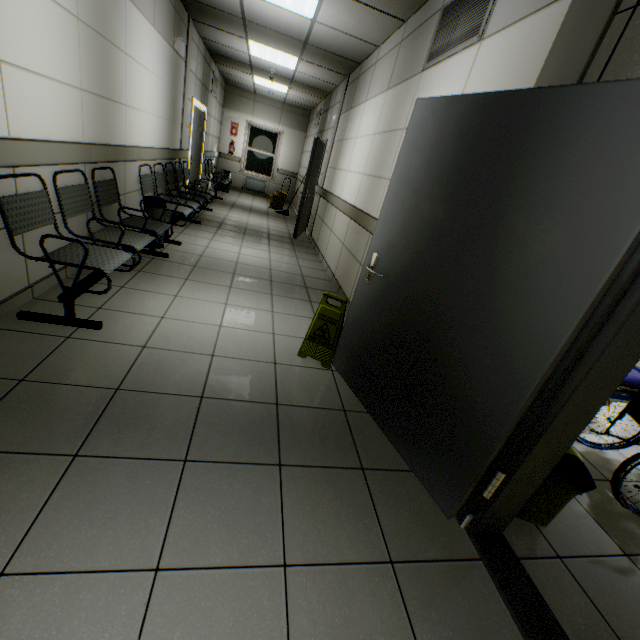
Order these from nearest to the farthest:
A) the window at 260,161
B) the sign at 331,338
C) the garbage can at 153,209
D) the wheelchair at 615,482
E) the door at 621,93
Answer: the door at 621,93 → the wheelchair at 615,482 → the sign at 331,338 → the garbage can at 153,209 → the window at 260,161

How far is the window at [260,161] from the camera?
12.12m

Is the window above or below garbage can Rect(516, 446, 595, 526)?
above

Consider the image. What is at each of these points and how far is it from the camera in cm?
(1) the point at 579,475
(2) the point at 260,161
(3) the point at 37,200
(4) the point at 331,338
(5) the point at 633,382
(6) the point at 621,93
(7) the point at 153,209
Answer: (1) garbage can, 168
(2) window, 1227
(3) chair, 241
(4) sign, 274
(5) blanket, 278
(6) door, 113
(7) garbage can, 416

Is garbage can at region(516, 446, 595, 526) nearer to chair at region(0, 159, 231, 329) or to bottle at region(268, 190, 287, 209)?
chair at region(0, 159, 231, 329)

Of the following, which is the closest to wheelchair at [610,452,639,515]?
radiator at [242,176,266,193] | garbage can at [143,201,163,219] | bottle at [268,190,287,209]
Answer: garbage can at [143,201,163,219]

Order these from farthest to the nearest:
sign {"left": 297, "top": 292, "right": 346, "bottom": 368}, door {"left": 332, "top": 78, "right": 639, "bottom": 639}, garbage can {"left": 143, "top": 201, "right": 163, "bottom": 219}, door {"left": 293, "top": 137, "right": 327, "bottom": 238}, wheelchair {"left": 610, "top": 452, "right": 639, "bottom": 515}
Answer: door {"left": 293, "top": 137, "right": 327, "bottom": 238} → garbage can {"left": 143, "top": 201, "right": 163, "bottom": 219} → sign {"left": 297, "top": 292, "right": 346, "bottom": 368} → wheelchair {"left": 610, "top": 452, "right": 639, "bottom": 515} → door {"left": 332, "top": 78, "right": 639, "bottom": 639}

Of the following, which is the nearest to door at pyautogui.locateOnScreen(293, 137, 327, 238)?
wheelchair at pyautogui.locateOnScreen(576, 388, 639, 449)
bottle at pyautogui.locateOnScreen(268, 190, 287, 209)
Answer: bottle at pyautogui.locateOnScreen(268, 190, 287, 209)
